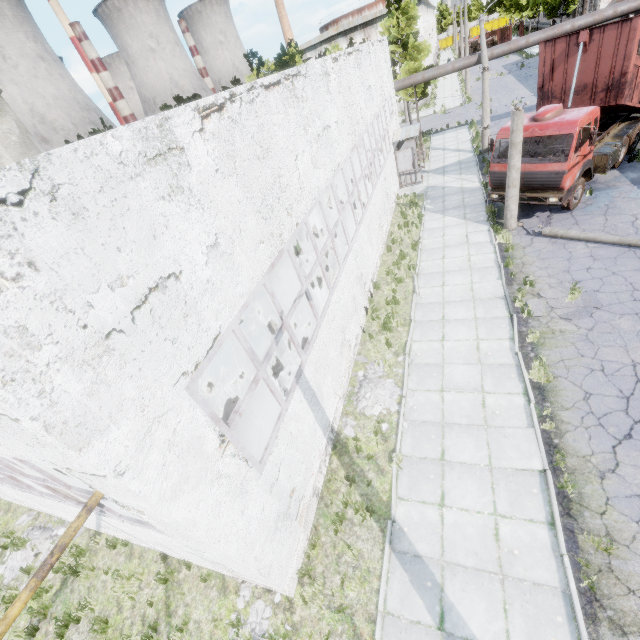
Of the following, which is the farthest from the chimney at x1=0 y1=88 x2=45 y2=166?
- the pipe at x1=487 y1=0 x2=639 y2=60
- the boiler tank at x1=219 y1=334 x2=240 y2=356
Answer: the pipe at x1=487 y1=0 x2=639 y2=60

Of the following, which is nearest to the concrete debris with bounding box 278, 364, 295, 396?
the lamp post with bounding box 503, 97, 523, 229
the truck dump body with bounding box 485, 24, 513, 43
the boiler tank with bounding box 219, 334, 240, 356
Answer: the boiler tank with bounding box 219, 334, 240, 356

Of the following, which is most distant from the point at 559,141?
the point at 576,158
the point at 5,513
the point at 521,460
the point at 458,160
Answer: the point at 5,513

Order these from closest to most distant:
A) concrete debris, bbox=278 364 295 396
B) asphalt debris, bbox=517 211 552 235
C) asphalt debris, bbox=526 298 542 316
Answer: asphalt debris, bbox=526 298 542 316, concrete debris, bbox=278 364 295 396, asphalt debris, bbox=517 211 552 235

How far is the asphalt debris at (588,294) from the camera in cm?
937

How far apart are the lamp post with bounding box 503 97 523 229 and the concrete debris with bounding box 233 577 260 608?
14.7 meters

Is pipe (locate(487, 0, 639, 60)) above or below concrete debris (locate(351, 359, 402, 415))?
above
